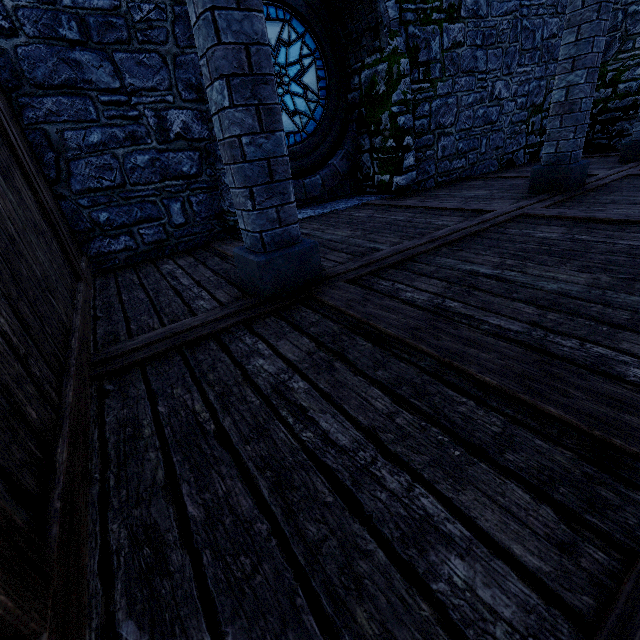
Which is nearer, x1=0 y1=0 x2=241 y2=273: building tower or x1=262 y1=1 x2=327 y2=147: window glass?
x1=0 y1=0 x2=241 y2=273: building tower

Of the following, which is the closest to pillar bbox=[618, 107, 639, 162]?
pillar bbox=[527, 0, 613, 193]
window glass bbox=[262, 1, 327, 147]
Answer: pillar bbox=[527, 0, 613, 193]

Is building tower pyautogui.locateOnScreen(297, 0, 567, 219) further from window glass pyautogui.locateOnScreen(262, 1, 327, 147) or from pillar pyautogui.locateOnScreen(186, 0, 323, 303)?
pillar pyautogui.locateOnScreen(186, 0, 323, 303)

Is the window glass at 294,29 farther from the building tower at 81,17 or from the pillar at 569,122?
the pillar at 569,122

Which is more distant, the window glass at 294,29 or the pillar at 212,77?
the window glass at 294,29

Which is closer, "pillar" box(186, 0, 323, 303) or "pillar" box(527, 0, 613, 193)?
"pillar" box(186, 0, 323, 303)

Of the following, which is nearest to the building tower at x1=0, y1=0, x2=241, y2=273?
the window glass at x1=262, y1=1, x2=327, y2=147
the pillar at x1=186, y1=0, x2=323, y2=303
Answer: the window glass at x1=262, y1=1, x2=327, y2=147

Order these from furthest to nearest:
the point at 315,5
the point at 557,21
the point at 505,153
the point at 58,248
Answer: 1. the point at 505,153
2. the point at 557,21
3. the point at 315,5
4. the point at 58,248
